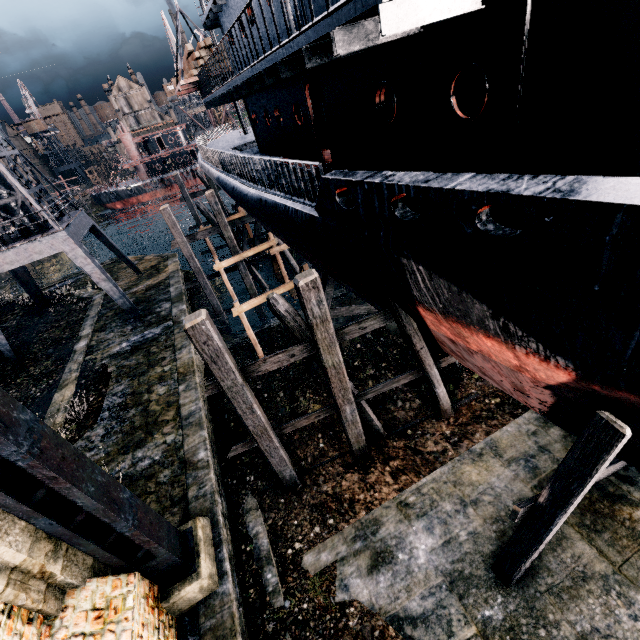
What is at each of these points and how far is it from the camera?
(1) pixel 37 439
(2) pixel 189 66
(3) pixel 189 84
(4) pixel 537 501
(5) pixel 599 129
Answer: (1) building, 5.0m
(2) wood pile, 17.3m
(3) loading platform, 17.7m
(4) wooden scaffolding, 6.9m
(5) ship, 4.0m

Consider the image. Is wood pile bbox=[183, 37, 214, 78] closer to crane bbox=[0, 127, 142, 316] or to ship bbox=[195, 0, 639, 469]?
ship bbox=[195, 0, 639, 469]

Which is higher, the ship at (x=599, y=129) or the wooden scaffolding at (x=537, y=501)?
the ship at (x=599, y=129)

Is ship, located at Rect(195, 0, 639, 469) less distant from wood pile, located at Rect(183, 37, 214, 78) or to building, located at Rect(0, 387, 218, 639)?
wood pile, located at Rect(183, 37, 214, 78)

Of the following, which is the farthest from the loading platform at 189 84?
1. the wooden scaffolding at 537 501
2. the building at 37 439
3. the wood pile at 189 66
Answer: the wooden scaffolding at 537 501

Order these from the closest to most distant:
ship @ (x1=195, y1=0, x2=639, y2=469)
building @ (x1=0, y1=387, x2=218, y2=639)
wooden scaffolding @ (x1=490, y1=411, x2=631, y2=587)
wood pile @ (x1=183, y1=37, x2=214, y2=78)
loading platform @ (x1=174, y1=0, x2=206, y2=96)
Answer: ship @ (x1=195, y1=0, x2=639, y2=469) < building @ (x1=0, y1=387, x2=218, y2=639) < wooden scaffolding @ (x1=490, y1=411, x2=631, y2=587) < wood pile @ (x1=183, y1=37, x2=214, y2=78) < loading platform @ (x1=174, y1=0, x2=206, y2=96)

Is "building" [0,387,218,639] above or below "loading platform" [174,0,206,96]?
below

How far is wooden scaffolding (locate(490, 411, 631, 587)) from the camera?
5.6 meters
